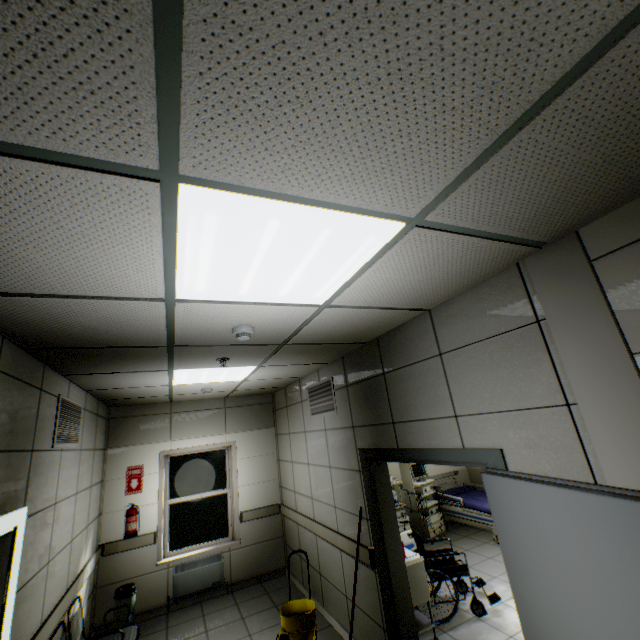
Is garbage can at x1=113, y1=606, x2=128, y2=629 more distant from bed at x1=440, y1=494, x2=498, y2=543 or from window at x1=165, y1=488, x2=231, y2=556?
bed at x1=440, y1=494, x2=498, y2=543

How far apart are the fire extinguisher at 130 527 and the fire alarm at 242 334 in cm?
463

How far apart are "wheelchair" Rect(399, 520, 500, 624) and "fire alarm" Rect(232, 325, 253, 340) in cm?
408

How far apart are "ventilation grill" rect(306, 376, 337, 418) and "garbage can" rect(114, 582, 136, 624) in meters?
3.5

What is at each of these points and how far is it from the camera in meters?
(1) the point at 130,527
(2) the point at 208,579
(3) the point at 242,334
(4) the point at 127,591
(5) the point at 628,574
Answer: (1) fire extinguisher, 5.1
(2) radiator, 5.4
(3) fire alarm, 2.5
(4) garbage can, 4.6
(5) door, 1.3

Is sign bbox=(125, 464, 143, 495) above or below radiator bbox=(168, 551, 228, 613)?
above

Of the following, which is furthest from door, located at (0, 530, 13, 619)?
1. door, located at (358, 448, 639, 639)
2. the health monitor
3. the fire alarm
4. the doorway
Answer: the health monitor

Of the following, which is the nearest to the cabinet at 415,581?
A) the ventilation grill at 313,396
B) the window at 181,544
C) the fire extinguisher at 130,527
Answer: the ventilation grill at 313,396
